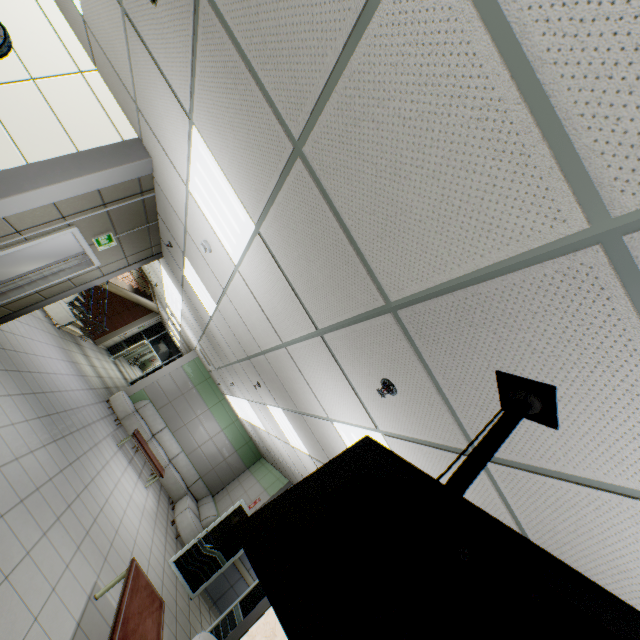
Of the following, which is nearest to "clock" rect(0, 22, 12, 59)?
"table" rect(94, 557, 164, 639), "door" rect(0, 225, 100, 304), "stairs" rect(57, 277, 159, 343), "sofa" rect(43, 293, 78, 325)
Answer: "door" rect(0, 225, 100, 304)

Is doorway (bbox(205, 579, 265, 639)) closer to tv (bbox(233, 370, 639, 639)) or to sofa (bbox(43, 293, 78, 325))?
tv (bbox(233, 370, 639, 639))

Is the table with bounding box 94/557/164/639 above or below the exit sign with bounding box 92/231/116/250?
below

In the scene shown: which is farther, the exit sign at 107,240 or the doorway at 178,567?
the doorway at 178,567

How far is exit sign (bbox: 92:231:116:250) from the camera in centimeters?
490cm

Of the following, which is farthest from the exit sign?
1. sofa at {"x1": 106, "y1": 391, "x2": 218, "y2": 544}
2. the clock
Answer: sofa at {"x1": 106, "y1": 391, "x2": 218, "y2": 544}

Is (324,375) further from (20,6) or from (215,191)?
(20,6)

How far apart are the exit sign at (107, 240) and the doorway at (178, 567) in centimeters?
660cm
